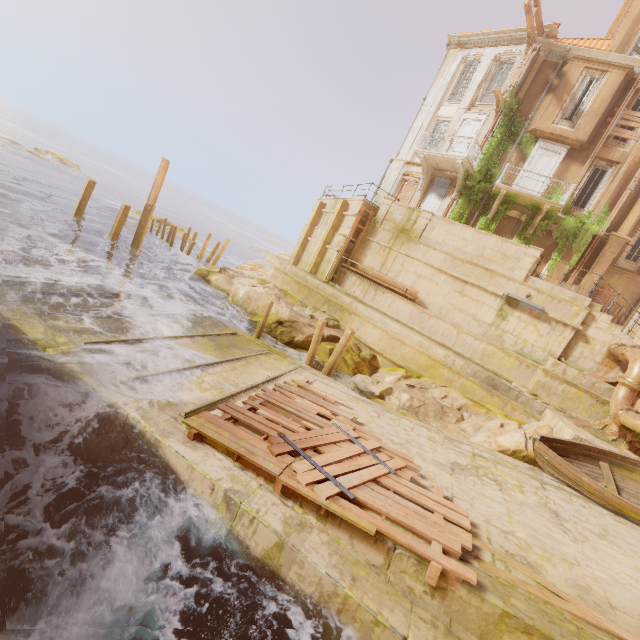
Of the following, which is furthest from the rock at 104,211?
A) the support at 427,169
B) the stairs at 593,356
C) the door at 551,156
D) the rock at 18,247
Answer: the stairs at 593,356

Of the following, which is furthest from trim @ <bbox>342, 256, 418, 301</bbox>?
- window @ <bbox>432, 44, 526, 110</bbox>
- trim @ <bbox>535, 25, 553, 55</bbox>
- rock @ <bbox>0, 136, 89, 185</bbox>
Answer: rock @ <bbox>0, 136, 89, 185</bbox>

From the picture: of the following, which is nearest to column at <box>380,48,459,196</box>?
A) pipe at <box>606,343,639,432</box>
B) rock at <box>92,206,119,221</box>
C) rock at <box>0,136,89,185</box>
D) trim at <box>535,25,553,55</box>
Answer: trim at <box>535,25,553,55</box>

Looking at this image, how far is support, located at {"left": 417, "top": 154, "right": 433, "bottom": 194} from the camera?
20.31m

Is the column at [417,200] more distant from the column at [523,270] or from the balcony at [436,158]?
the column at [523,270]

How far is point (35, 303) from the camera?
8.4m

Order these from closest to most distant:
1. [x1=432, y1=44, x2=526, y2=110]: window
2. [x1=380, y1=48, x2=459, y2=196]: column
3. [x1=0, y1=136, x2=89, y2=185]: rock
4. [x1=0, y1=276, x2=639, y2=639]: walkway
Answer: [x1=0, y1=276, x2=639, y2=639]: walkway → [x1=432, y1=44, x2=526, y2=110]: window → [x1=380, y1=48, x2=459, y2=196]: column → [x1=0, y1=136, x2=89, y2=185]: rock

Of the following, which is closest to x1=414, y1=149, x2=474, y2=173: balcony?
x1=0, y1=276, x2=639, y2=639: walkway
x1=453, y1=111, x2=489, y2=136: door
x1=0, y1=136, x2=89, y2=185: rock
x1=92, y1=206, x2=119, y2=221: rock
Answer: x1=453, y1=111, x2=489, y2=136: door
